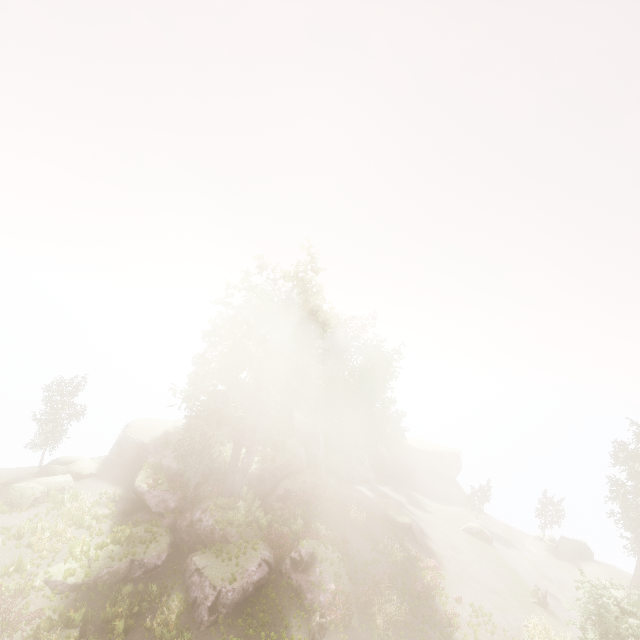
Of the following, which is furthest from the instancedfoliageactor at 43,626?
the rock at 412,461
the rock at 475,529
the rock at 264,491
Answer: the rock at 475,529

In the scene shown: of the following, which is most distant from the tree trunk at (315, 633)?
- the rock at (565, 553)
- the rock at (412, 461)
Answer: the rock at (565, 553)

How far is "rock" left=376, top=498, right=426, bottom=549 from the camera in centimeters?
2969cm

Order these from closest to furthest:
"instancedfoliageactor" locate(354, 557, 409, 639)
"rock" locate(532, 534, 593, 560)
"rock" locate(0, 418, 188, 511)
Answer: "instancedfoliageactor" locate(354, 557, 409, 639), "rock" locate(0, 418, 188, 511), "rock" locate(532, 534, 593, 560)

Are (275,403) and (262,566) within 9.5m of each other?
no

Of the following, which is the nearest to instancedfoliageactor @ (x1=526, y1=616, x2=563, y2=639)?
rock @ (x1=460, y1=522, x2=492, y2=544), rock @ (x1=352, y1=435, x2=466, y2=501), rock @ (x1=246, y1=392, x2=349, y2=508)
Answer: rock @ (x1=246, y1=392, x2=349, y2=508)

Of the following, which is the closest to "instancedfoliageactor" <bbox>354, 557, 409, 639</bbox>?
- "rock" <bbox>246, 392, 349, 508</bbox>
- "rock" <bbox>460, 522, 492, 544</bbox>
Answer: "rock" <bbox>246, 392, 349, 508</bbox>
